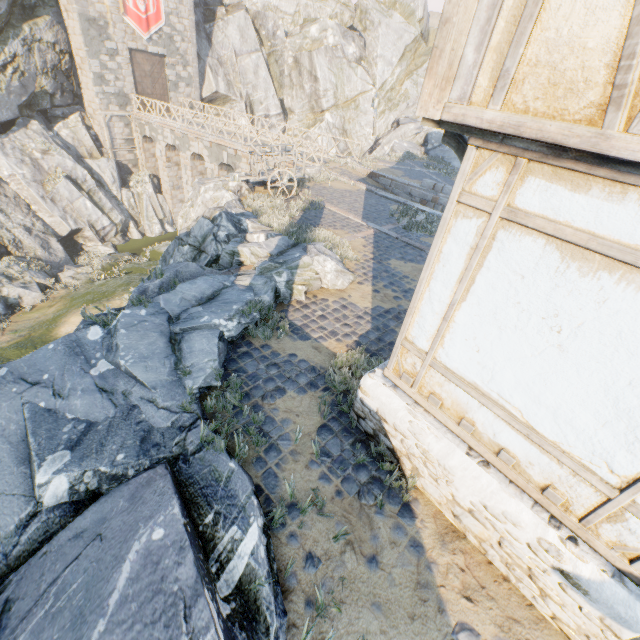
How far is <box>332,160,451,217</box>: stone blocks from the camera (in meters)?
15.61

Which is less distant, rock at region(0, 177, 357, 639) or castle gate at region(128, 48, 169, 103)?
rock at region(0, 177, 357, 639)

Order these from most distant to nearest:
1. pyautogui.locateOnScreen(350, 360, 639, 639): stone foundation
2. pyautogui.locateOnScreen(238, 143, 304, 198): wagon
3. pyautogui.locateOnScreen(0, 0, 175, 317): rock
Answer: pyautogui.locateOnScreen(0, 0, 175, 317): rock, pyautogui.locateOnScreen(238, 143, 304, 198): wagon, pyautogui.locateOnScreen(350, 360, 639, 639): stone foundation

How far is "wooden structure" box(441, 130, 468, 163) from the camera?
3.1 meters

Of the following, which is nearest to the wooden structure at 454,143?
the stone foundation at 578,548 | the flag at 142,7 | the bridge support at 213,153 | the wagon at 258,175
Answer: the stone foundation at 578,548

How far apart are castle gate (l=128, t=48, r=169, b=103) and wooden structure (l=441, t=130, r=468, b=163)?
31.0m

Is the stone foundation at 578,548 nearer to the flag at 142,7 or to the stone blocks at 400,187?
the stone blocks at 400,187

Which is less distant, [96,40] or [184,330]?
[184,330]
